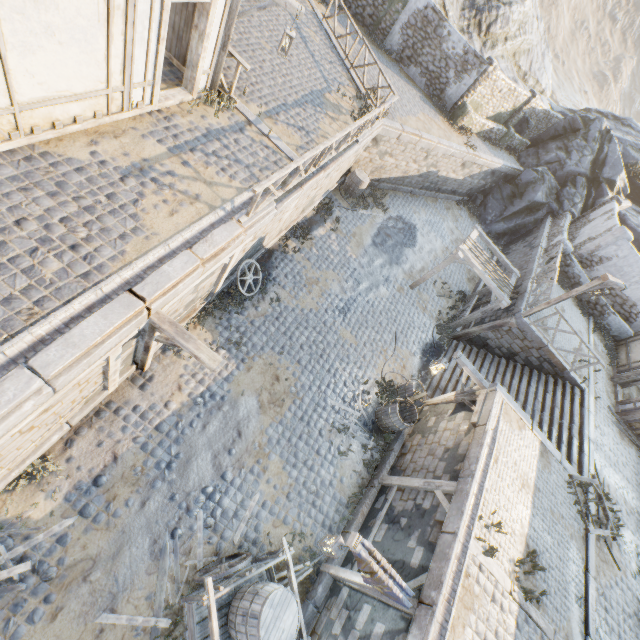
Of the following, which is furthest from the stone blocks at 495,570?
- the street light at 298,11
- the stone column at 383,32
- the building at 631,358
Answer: the stone column at 383,32

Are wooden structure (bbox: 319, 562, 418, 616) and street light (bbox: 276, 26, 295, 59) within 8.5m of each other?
no

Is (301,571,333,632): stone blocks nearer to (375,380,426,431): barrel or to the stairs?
the stairs

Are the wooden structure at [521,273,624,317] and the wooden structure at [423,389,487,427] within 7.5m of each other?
yes

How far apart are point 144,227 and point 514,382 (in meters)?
14.19

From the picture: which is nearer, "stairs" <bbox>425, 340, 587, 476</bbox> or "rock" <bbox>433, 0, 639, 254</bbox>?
"stairs" <bbox>425, 340, 587, 476</bbox>

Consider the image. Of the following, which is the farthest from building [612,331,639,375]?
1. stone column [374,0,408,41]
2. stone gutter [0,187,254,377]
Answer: stone column [374,0,408,41]

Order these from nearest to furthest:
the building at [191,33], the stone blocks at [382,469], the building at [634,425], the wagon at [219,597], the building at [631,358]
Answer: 1. the building at [191,33]
2. the wagon at [219,597]
3. the stone blocks at [382,469]
4. the building at [634,425]
5. the building at [631,358]
